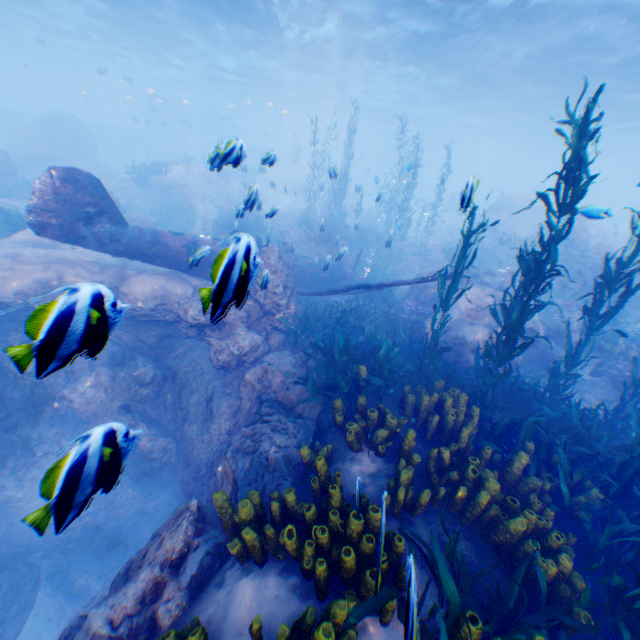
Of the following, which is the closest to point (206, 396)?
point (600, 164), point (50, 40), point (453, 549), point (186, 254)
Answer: point (186, 254)

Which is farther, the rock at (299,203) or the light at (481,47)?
the rock at (299,203)

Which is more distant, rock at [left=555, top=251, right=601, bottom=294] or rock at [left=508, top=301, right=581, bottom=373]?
rock at [left=555, top=251, right=601, bottom=294]

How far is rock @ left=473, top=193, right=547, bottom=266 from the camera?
20.6m

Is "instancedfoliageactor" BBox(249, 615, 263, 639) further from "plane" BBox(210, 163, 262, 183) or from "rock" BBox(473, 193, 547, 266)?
"plane" BBox(210, 163, 262, 183)

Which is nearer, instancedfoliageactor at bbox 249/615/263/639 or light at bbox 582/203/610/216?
instancedfoliageactor at bbox 249/615/263/639

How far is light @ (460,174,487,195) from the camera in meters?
2.8

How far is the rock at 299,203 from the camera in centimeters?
3700cm
